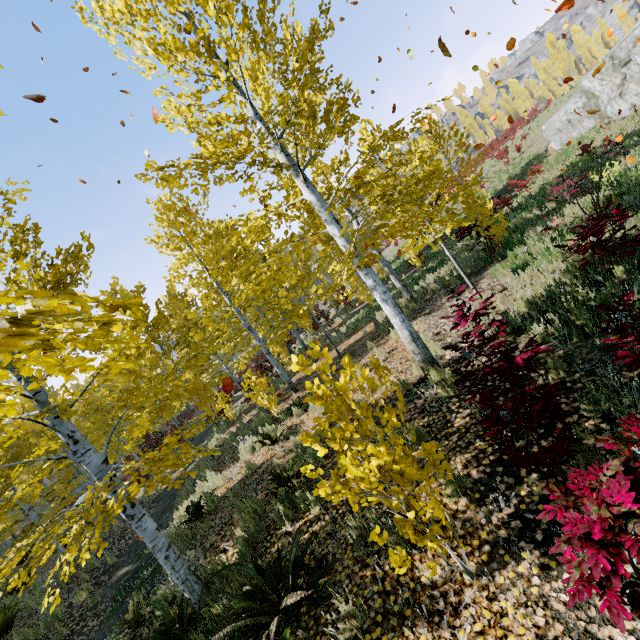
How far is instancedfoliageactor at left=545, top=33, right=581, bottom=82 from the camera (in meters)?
54.72

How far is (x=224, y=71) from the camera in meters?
5.7 m

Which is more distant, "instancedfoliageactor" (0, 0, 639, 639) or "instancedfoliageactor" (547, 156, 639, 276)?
"instancedfoliageactor" (547, 156, 639, 276)

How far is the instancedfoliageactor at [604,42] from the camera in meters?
54.3 m

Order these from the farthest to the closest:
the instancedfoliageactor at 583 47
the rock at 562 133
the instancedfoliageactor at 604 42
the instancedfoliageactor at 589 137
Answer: the instancedfoliageactor at 583 47 < the instancedfoliageactor at 604 42 < the rock at 562 133 < the instancedfoliageactor at 589 137

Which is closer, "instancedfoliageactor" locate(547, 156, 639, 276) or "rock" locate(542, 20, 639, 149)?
"instancedfoliageactor" locate(547, 156, 639, 276)
